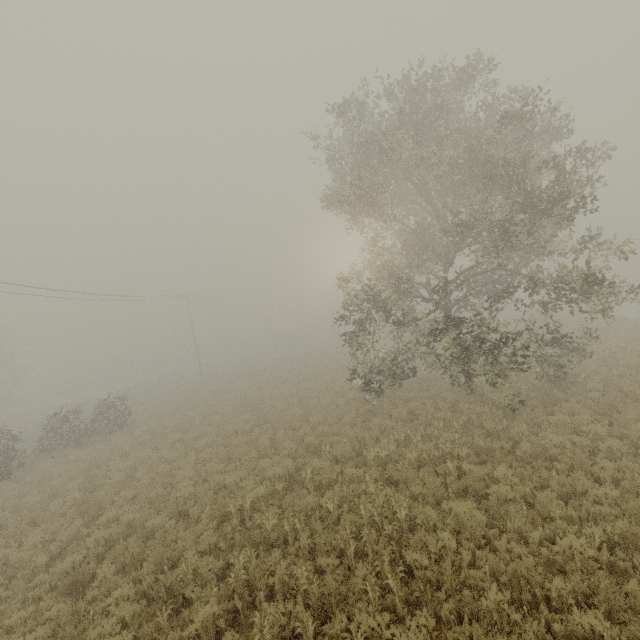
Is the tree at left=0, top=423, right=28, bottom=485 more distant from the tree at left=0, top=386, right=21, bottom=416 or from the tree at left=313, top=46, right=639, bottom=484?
the tree at left=0, top=386, right=21, bottom=416

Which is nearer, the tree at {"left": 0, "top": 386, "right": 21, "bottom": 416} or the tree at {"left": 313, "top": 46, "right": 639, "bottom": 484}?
the tree at {"left": 313, "top": 46, "right": 639, "bottom": 484}

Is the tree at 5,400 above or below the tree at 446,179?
below

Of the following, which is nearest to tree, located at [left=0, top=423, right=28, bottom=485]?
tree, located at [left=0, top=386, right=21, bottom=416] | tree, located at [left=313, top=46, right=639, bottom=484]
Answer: tree, located at [left=313, top=46, right=639, bottom=484]

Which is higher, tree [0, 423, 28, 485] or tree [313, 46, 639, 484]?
tree [313, 46, 639, 484]

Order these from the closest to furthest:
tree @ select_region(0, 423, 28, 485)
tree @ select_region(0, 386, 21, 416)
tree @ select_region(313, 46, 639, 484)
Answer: tree @ select_region(313, 46, 639, 484), tree @ select_region(0, 423, 28, 485), tree @ select_region(0, 386, 21, 416)

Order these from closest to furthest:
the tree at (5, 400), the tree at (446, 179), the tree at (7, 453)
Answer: the tree at (446, 179), the tree at (7, 453), the tree at (5, 400)

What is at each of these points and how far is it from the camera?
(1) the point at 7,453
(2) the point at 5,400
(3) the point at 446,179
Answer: (1) tree, 18.3 meters
(2) tree, 46.6 meters
(3) tree, 14.2 meters
